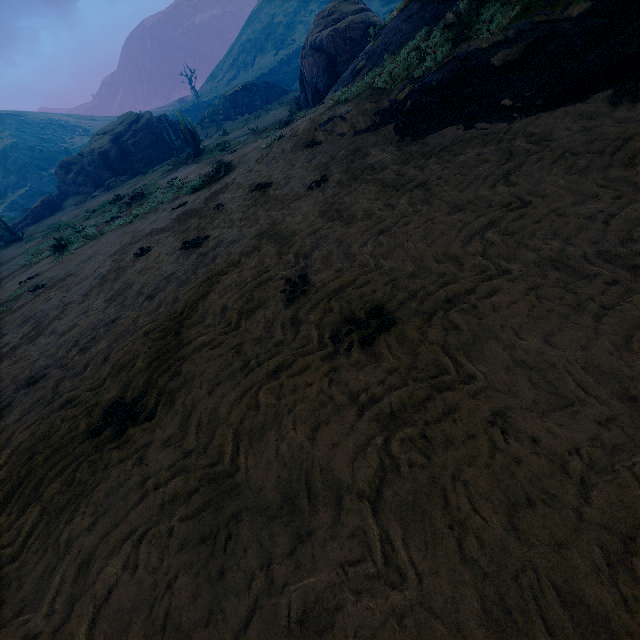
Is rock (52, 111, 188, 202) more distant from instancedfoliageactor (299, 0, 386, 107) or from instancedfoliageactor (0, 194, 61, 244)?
instancedfoliageactor (0, 194, 61, 244)

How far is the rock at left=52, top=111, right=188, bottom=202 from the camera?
30.6m

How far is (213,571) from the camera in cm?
206

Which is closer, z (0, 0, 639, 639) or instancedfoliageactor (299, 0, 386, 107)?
z (0, 0, 639, 639)

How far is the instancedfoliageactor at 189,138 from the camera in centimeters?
2220cm

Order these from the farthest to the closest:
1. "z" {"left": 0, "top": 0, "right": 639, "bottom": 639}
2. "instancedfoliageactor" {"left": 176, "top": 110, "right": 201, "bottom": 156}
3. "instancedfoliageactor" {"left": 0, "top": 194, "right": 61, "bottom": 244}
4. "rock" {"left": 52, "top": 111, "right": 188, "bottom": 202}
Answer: "rock" {"left": 52, "top": 111, "right": 188, "bottom": 202}
"instancedfoliageactor" {"left": 0, "top": 194, "right": 61, "bottom": 244}
"instancedfoliageactor" {"left": 176, "top": 110, "right": 201, "bottom": 156}
"z" {"left": 0, "top": 0, "right": 639, "bottom": 639}

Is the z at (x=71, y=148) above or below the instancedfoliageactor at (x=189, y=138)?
above

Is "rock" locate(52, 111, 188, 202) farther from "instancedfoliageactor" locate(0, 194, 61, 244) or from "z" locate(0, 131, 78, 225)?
"z" locate(0, 131, 78, 225)
